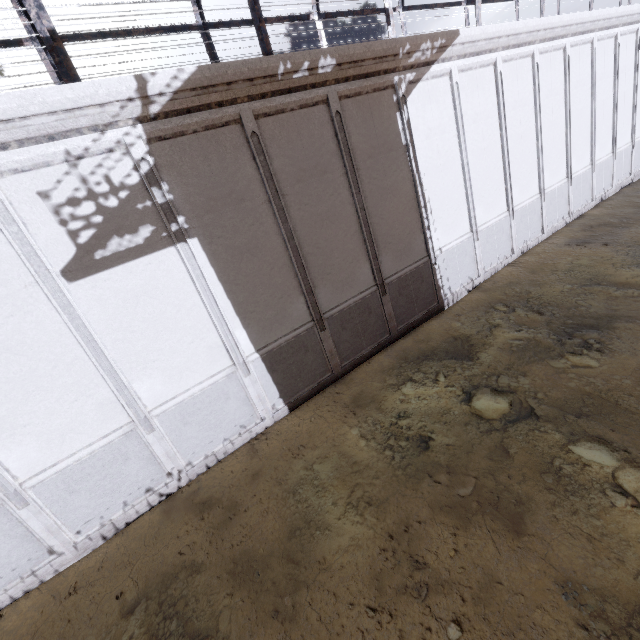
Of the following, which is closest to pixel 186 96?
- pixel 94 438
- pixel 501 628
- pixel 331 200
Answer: pixel 331 200
